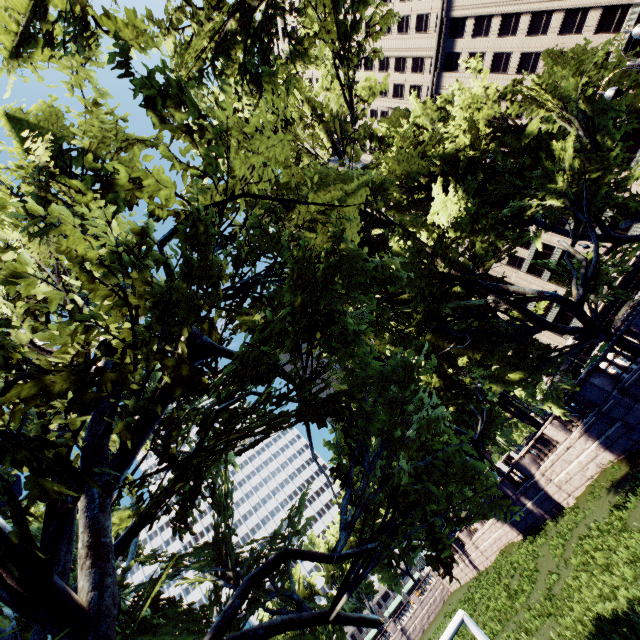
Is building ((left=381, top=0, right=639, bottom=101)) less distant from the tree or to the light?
the tree

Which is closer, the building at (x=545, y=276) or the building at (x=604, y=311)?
the building at (x=604, y=311)

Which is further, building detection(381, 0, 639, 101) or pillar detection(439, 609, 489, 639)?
building detection(381, 0, 639, 101)

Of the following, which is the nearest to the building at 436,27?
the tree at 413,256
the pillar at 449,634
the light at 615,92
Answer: the tree at 413,256

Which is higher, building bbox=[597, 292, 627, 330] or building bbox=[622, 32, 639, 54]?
building bbox=[622, 32, 639, 54]

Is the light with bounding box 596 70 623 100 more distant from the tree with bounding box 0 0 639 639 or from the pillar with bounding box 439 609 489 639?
the pillar with bounding box 439 609 489 639

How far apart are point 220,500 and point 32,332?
6.2m

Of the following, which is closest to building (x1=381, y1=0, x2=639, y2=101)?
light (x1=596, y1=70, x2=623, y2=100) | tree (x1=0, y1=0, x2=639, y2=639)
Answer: tree (x1=0, y1=0, x2=639, y2=639)
